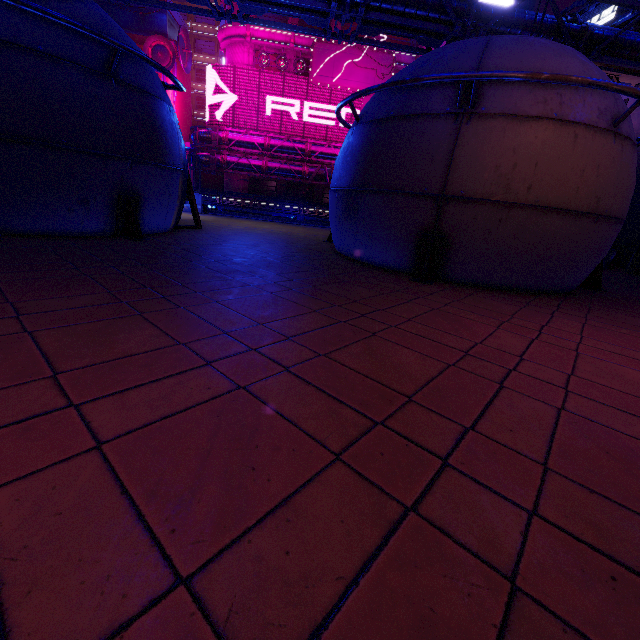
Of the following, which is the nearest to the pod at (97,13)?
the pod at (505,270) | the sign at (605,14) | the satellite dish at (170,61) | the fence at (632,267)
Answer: the pod at (505,270)

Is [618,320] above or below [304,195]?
below

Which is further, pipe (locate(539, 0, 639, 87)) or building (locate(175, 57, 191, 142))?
building (locate(175, 57, 191, 142))

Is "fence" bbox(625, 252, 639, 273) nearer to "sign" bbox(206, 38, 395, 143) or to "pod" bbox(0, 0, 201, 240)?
"pod" bbox(0, 0, 201, 240)

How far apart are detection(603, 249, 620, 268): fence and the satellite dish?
52.0 meters

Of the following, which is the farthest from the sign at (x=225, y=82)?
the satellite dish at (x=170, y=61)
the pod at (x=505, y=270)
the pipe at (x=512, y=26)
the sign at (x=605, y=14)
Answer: the pod at (x=505, y=270)

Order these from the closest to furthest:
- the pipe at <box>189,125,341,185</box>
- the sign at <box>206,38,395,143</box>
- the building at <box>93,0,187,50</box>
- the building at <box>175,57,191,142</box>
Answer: the sign at <box>206,38,395,143</box>, the pipe at <box>189,125,341,185</box>, the building at <box>93,0,187,50</box>, the building at <box>175,57,191,142</box>

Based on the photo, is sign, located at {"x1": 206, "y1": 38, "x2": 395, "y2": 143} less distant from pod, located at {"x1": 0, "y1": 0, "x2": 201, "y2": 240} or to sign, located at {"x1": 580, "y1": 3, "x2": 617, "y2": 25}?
sign, located at {"x1": 580, "y1": 3, "x2": 617, "y2": 25}
